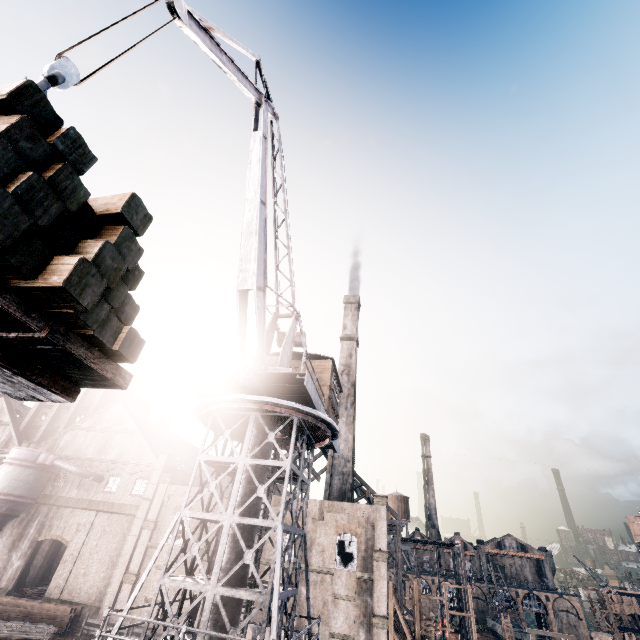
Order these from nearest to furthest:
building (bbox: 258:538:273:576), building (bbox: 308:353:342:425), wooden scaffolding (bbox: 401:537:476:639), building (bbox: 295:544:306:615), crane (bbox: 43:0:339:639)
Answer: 1. crane (bbox: 43:0:339:639)
2. building (bbox: 308:353:342:425)
3. building (bbox: 295:544:306:615)
4. building (bbox: 258:538:273:576)
5. wooden scaffolding (bbox: 401:537:476:639)

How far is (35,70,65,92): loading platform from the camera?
5.4m

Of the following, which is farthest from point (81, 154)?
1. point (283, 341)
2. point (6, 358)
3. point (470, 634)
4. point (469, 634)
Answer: point (469, 634)

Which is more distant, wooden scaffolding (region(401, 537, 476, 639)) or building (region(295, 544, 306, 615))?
wooden scaffolding (region(401, 537, 476, 639))

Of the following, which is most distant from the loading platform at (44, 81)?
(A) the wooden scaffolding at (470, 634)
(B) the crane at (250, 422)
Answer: (A) the wooden scaffolding at (470, 634)

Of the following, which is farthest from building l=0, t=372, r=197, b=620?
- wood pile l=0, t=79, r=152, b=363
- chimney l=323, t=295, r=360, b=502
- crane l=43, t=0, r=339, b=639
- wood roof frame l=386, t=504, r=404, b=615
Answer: wood pile l=0, t=79, r=152, b=363

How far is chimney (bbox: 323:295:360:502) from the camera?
37.3 meters

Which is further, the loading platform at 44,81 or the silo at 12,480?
the silo at 12,480
